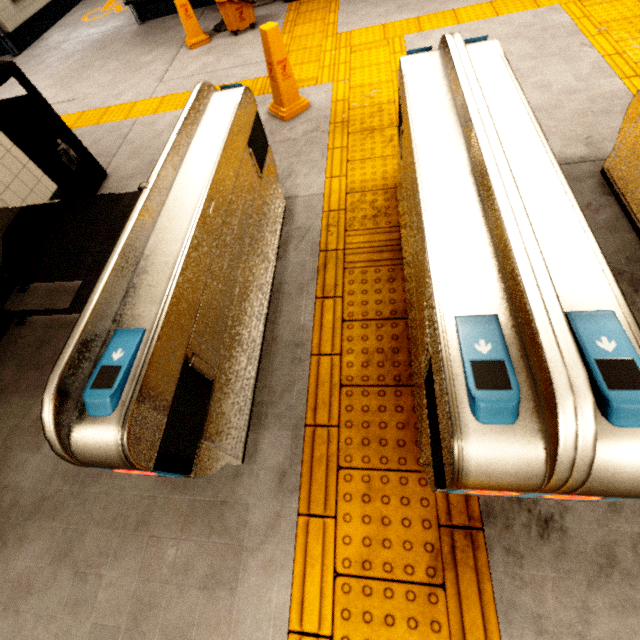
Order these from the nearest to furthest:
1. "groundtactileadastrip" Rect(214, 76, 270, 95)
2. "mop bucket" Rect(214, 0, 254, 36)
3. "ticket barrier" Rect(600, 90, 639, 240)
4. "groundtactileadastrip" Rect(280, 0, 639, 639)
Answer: "groundtactileadastrip" Rect(280, 0, 639, 639), "ticket barrier" Rect(600, 90, 639, 240), "groundtactileadastrip" Rect(214, 76, 270, 95), "mop bucket" Rect(214, 0, 254, 36)

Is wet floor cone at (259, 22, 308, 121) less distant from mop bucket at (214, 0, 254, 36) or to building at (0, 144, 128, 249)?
building at (0, 144, 128, 249)

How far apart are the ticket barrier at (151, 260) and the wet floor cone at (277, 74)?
1.4 meters

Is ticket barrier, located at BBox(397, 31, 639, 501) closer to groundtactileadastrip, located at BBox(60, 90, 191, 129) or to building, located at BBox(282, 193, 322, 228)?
groundtactileadastrip, located at BBox(60, 90, 191, 129)

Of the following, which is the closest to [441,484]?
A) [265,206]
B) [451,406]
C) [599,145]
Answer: [451,406]

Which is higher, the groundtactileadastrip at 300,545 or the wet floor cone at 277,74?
the wet floor cone at 277,74

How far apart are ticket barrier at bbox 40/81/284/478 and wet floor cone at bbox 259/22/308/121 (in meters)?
1.37

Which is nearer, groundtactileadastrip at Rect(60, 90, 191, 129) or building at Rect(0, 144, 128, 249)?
building at Rect(0, 144, 128, 249)
